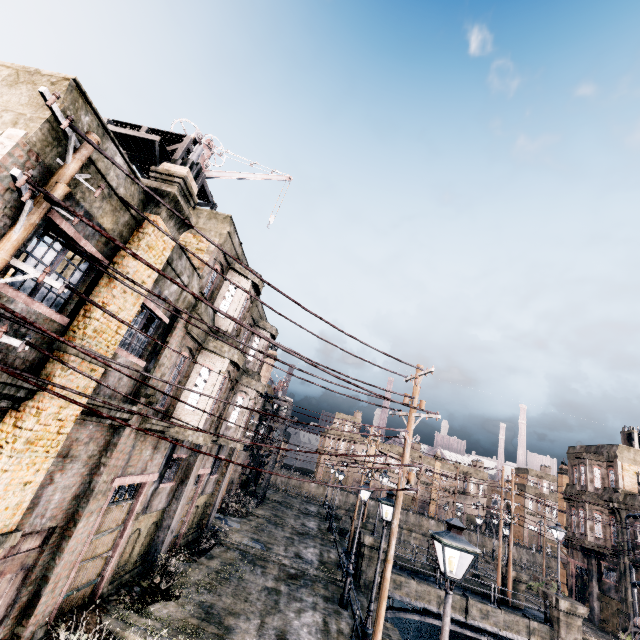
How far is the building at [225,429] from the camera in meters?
18.0 m

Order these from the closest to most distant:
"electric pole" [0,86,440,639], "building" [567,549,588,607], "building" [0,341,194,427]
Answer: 1. "electric pole" [0,86,440,639]
2. "building" [0,341,194,427]
3. "building" [567,549,588,607]

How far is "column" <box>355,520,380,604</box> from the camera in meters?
21.1 m

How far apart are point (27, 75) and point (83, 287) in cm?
388

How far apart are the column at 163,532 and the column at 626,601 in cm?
3777

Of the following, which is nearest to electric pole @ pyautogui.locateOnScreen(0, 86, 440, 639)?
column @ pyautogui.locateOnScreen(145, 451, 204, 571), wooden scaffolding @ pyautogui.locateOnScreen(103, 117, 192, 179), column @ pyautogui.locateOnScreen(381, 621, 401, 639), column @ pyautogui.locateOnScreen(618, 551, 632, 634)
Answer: wooden scaffolding @ pyautogui.locateOnScreen(103, 117, 192, 179)

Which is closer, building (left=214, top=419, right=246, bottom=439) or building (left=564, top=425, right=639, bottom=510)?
building (left=214, top=419, right=246, bottom=439)

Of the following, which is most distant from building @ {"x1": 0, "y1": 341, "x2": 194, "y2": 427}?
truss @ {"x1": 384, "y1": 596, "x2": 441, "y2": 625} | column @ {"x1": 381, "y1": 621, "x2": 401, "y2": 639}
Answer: truss @ {"x1": 384, "y1": 596, "x2": 441, "y2": 625}
